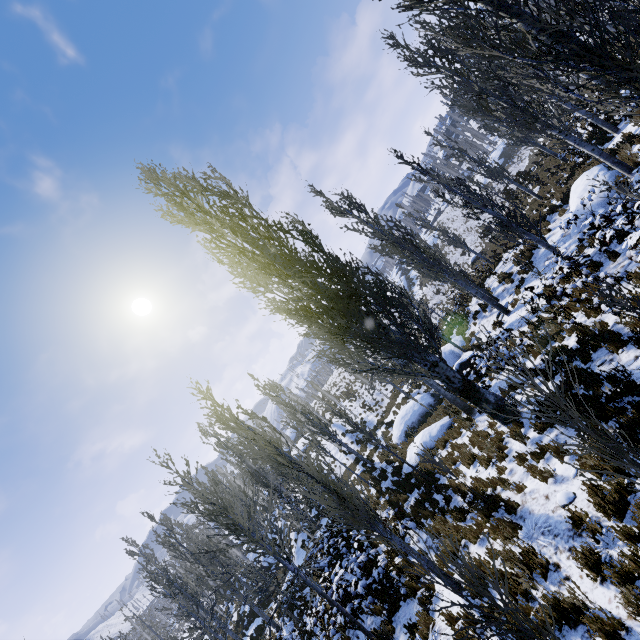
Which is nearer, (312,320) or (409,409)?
(312,320)

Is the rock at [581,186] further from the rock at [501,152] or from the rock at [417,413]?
the rock at [501,152]

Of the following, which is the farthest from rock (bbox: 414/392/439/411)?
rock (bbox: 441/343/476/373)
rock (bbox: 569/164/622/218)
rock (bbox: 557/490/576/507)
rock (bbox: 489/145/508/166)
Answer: rock (bbox: 489/145/508/166)

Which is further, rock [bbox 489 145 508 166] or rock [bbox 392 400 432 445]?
rock [bbox 489 145 508 166]

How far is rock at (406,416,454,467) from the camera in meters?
13.7 m

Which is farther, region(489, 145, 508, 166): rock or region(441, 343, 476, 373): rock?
region(489, 145, 508, 166): rock

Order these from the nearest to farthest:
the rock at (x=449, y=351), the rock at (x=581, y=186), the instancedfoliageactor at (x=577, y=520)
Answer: the instancedfoliageactor at (x=577, y=520), the rock at (x=581, y=186), the rock at (x=449, y=351)

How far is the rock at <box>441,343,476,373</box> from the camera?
16.8 meters
